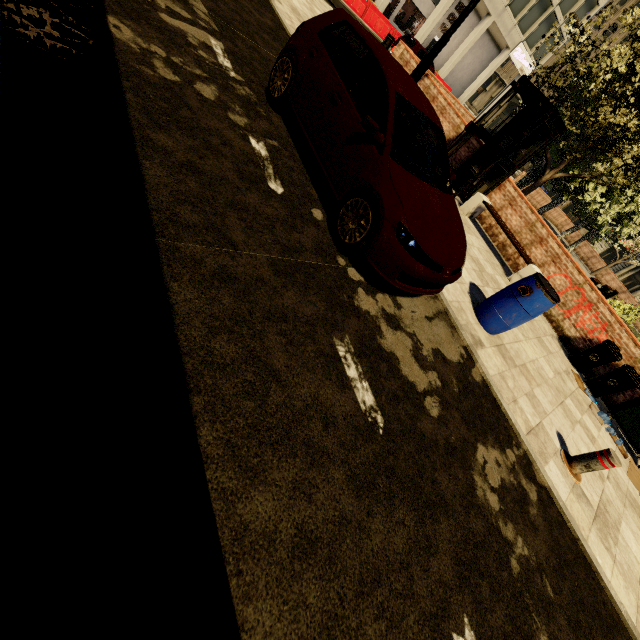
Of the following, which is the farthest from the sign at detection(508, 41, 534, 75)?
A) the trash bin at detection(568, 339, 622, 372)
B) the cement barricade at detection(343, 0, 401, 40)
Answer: the trash bin at detection(568, 339, 622, 372)

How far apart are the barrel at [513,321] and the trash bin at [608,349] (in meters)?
3.34

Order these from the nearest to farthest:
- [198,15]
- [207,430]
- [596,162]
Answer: [207,430] < [198,15] < [596,162]

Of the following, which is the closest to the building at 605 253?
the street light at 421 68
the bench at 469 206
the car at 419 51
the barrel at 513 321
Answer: the car at 419 51

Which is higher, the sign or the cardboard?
the sign

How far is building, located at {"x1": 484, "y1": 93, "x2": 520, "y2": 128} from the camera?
52.0m

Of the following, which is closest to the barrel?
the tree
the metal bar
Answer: the metal bar

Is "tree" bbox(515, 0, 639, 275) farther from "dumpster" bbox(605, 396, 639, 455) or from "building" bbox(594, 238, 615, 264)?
"building" bbox(594, 238, 615, 264)
